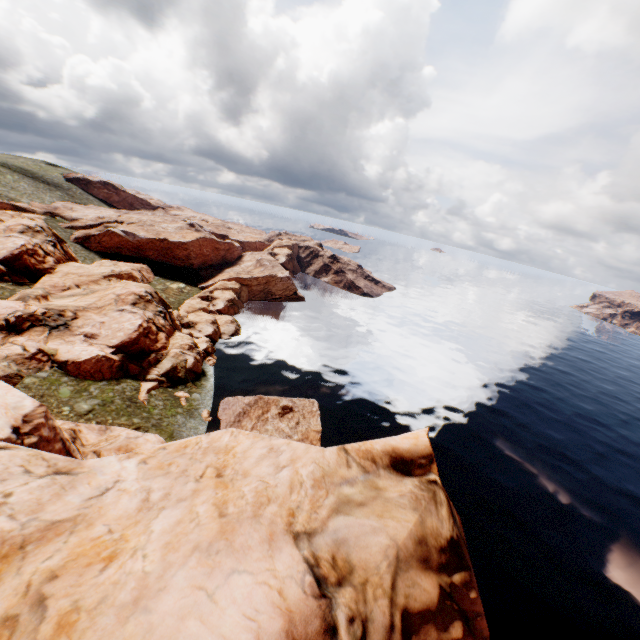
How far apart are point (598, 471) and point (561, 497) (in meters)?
12.12
